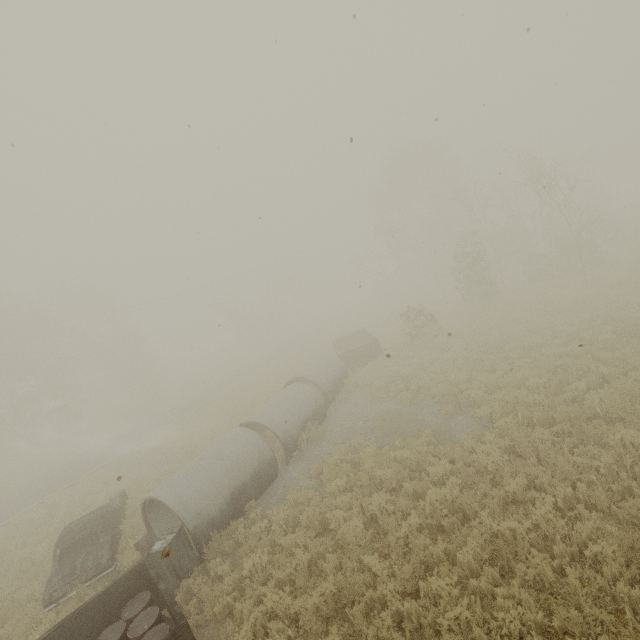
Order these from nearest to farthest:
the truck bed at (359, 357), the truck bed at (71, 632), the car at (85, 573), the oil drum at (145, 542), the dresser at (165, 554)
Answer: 1. the truck bed at (71, 632)
2. the dresser at (165, 554)
3. the car at (85, 573)
4. the oil drum at (145, 542)
5. the truck bed at (359, 357)

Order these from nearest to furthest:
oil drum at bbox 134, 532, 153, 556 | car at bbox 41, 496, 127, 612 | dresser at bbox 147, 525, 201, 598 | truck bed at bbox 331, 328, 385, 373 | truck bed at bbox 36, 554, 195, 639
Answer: truck bed at bbox 36, 554, 195, 639
dresser at bbox 147, 525, 201, 598
car at bbox 41, 496, 127, 612
oil drum at bbox 134, 532, 153, 556
truck bed at bbox 331, 328, 385, 373

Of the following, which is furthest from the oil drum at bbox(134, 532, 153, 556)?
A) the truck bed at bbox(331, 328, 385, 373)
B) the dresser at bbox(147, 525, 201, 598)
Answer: the truck bed at bbox(331, 328, 385, 373)

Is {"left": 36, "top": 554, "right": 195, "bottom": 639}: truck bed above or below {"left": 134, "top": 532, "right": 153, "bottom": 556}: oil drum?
above

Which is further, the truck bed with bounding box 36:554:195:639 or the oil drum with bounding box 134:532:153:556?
the oil drum with bounding box 134:532:153:556

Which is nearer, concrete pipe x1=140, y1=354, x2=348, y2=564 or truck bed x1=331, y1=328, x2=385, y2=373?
concrete pipe x1=140, y1=354, x2=348, y2=564

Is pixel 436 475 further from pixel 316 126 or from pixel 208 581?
pixel 316 126

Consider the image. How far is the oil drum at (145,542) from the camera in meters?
9.6 m
